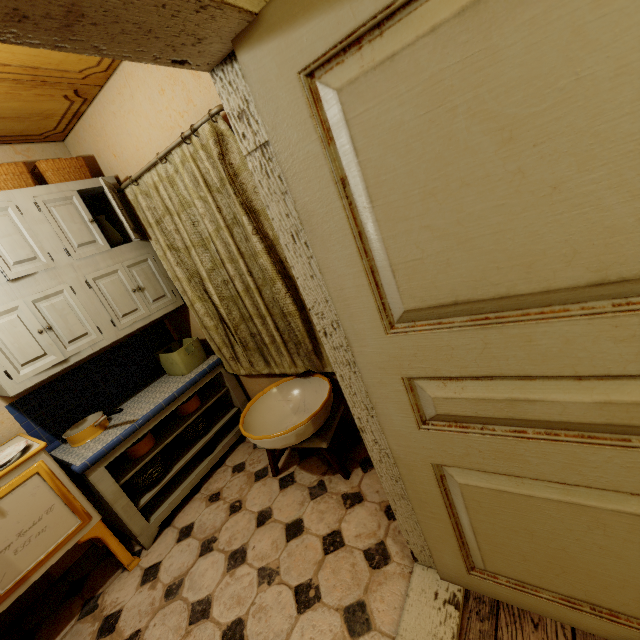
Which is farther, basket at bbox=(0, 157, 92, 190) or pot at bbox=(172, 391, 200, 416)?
pot at bbox=(172, 391, 200, 416)

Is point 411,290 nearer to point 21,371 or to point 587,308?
point 587,308

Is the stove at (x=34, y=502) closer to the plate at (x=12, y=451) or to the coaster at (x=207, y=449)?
the plate at (x=12, y=451)

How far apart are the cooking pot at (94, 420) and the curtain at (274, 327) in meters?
0.8 m

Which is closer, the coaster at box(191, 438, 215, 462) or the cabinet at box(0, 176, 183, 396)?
the cabinet at box(0, 176, 183, 396)

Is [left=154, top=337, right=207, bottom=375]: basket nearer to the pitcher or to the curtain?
the curtain

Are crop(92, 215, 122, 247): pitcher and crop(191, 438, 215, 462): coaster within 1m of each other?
no

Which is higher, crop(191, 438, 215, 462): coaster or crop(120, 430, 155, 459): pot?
crop(120, 430, 155, 459): pot
